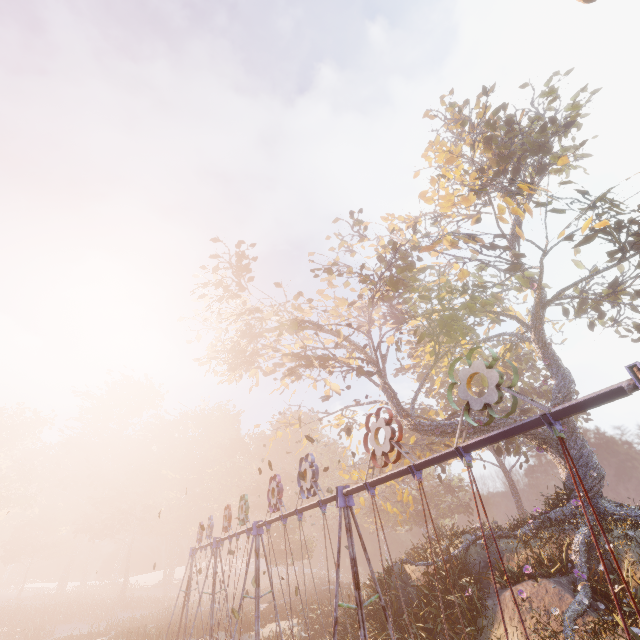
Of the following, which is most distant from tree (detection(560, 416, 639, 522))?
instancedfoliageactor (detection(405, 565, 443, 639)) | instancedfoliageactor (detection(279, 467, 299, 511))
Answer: instancedfoliageactor (detection(279, 467, 299, 511))

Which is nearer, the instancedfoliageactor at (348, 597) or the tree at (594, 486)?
the tree at (594, 486)

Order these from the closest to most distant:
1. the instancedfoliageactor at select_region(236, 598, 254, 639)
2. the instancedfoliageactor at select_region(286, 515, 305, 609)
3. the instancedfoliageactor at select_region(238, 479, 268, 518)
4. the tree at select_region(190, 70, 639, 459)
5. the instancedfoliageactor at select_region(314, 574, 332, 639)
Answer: the tree at select_region(190, 70, 639, 459), the instancedfoliageactor at select_region(314, 574, 332, 639), the instancedfoliageactor at select_region(236, 598, 254, 639), the instancedfoliageactor at select_region(286, 515, 305, 609), the instancedfoliageactor at select_region(238, 479, 268, 518)

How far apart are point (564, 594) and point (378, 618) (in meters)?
7.03

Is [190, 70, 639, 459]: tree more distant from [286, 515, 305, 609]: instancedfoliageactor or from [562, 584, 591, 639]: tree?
[286, 515, 305, 609]: instancedfoliageactor

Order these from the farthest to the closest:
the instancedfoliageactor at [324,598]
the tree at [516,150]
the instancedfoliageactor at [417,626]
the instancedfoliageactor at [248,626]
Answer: the instancedfoliageactor at [248,626], the instancedfoliageactor at [324,598], the tree at [516,150], the instancedfoliageactor at [417,626]

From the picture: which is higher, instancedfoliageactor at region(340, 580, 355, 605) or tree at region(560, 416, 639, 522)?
tree at region(560, 416, 639, 522)
